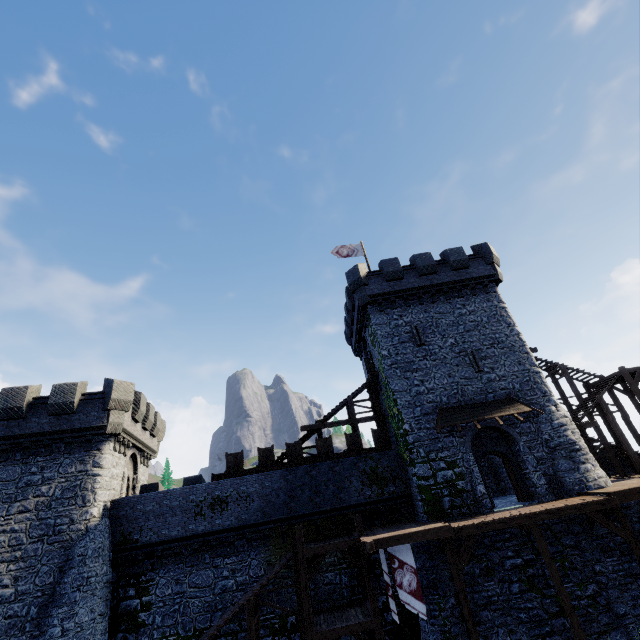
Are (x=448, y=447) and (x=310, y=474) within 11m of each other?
yes

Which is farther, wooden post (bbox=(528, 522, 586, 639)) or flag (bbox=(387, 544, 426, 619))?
flag (bbox=(387, 544, 426, 619))

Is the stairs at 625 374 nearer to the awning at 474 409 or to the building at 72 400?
the awning at 474 409

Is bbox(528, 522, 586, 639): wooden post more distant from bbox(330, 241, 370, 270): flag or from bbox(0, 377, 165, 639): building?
bbox(0, 377, 165, 639): building

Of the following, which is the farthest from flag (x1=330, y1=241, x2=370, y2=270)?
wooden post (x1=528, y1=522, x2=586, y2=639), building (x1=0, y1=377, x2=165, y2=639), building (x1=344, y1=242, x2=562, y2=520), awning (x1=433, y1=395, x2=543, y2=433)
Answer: wooden post (x1=528, y1=522, x2=586, y2=639)

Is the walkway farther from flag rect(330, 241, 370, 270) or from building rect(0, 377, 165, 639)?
flag rect(330, 241, 370, 270)

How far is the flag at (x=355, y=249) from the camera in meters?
27.4

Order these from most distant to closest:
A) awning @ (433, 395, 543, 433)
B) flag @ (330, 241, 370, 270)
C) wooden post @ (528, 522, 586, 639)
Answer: flag @ (330, 241, 370, 270) → awning @ (433, 395, 543, 433) → wooden post @ (528, 522, 586, 639)
